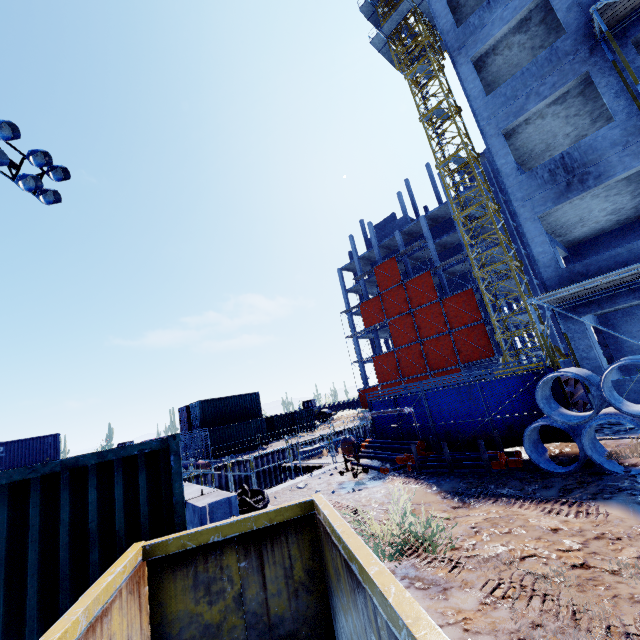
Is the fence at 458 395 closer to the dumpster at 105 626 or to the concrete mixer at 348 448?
the concrete mixer at 348 448

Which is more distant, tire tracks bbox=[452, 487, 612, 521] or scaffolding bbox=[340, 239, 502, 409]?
scaffolding bbox=[340, 239, 502, 409]

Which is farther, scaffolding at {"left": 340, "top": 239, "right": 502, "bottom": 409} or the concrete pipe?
scaffolding at {"left": 340, "top": 239, "right": 502, "bottom": 409}

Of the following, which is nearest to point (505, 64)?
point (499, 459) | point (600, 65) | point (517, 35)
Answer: point (517, 35)

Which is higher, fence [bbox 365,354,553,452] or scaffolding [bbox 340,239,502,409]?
scaffolding [bbox 340,239,502,409]

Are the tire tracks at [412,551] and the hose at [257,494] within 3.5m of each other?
yes

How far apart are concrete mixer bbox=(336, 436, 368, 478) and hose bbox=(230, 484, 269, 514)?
5.80m

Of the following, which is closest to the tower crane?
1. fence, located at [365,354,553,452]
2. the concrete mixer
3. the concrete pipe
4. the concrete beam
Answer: fence, located at [365,354,553,452]
